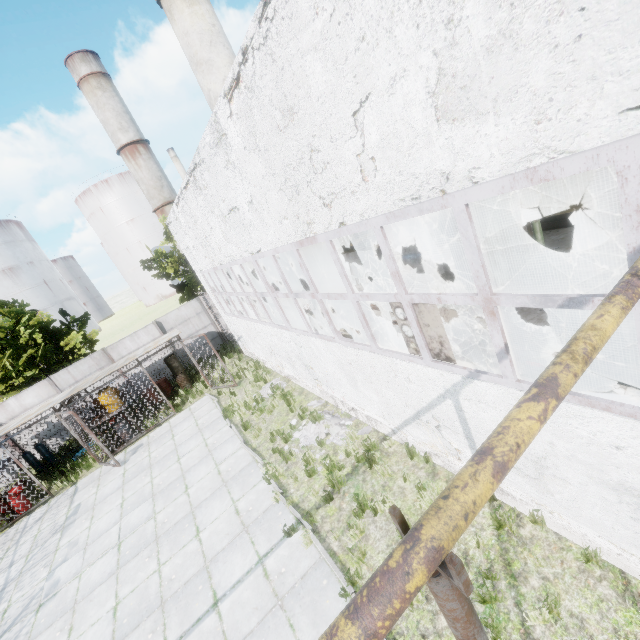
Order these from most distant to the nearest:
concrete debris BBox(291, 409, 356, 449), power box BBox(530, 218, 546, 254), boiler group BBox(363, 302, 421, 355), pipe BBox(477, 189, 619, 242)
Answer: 1. power box BBox(530, 218, 546, 254)
2. concrete debris BBox(291, 409, 356, 449)
3. boiler group BBox(363, 302, 421, 355)
4. pipe BBox(477, 189, 619, 242)

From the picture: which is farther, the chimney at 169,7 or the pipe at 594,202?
the chimney at 169,7

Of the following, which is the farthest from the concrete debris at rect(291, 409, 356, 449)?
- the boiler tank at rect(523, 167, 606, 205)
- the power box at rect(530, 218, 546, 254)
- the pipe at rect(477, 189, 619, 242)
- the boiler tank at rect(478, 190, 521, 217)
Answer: the pipe at rect(477, 189, 619, 242)

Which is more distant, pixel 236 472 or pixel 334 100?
pixel 236 472

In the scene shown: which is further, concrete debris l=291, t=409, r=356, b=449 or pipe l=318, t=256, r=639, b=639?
concrete debris l=291, t=409, r=356, b=449

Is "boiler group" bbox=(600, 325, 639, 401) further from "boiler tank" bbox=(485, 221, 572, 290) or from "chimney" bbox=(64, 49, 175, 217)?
"chimney" bbox=(64, 49, 175, 217)

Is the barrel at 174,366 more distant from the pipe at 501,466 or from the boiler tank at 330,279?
the pipe at 501,466

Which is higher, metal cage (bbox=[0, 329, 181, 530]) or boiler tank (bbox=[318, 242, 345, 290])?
boiler tank (bbox=[318, 242, 345, 290])
